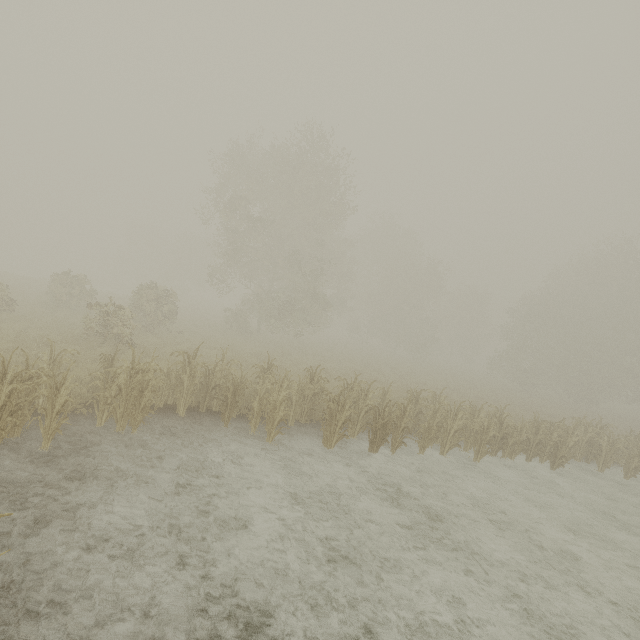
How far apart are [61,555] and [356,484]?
5.8 meters
